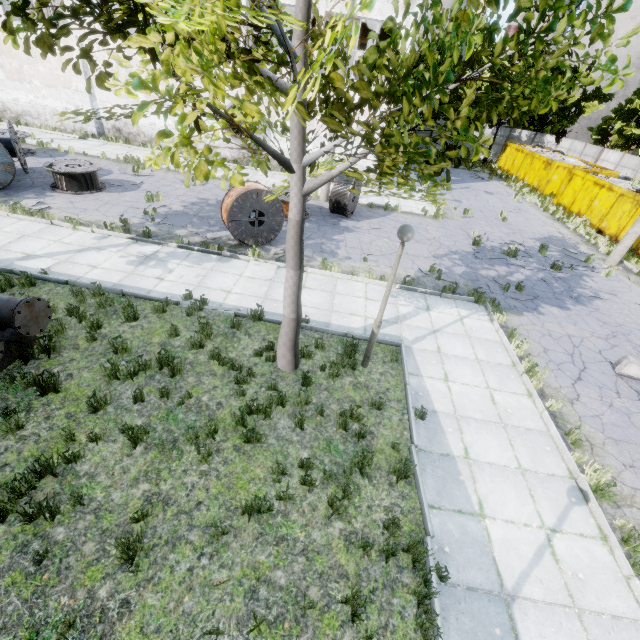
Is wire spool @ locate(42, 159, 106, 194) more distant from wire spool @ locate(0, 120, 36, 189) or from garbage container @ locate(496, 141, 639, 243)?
garbage container @ locate(496, 141, 639, 243)

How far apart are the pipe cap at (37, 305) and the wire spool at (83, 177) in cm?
987

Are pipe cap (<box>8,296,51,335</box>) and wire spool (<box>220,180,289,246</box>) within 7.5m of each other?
yes

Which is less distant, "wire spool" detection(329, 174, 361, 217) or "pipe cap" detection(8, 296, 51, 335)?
"pipe cap" detection(8, 296, 51, 335)

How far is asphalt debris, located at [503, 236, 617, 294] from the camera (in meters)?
13.34

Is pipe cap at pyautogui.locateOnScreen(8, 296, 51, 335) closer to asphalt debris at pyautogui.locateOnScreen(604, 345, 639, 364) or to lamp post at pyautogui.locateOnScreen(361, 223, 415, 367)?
lamp post at pyautogui.locateOnScreen(361, 223, 415, 367)

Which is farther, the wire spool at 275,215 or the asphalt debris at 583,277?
the asphalt debris at 583,277

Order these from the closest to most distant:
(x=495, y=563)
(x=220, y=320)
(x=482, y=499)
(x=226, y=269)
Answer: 1. (x=495, y=563)
2. (x=482, y=499)
3. (x=220, y=320)
4. (x=226, y=269)
